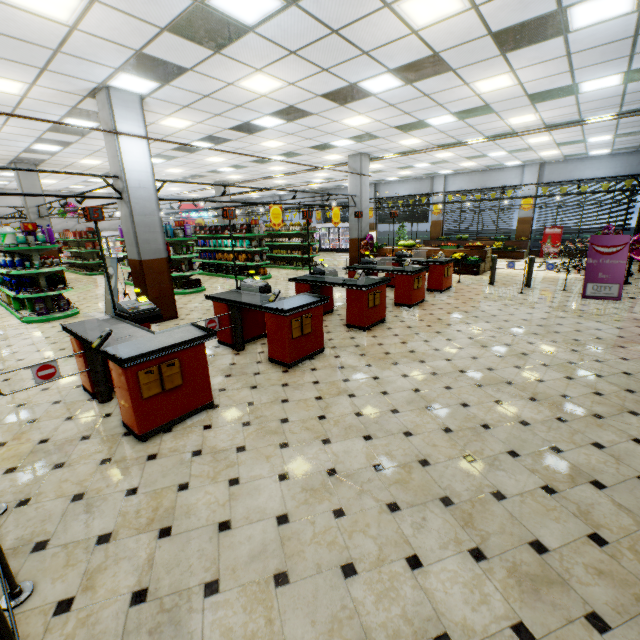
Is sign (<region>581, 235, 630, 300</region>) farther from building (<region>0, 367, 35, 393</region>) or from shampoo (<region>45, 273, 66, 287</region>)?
shampoo (<region>45, 273, 66, 287</region>)

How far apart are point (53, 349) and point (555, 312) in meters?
11.0 m

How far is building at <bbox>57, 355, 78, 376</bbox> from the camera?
5.3 meters

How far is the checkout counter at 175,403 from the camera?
3.3m

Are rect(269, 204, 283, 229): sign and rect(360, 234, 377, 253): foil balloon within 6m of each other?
yes

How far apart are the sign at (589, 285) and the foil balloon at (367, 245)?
7.6 meters

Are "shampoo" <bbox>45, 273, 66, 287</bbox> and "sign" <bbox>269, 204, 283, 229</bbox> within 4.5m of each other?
no

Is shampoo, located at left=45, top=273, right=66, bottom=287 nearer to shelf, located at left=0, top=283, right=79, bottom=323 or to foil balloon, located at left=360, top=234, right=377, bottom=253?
shelf, located at left=0, top=283, right=79, bottom=323
